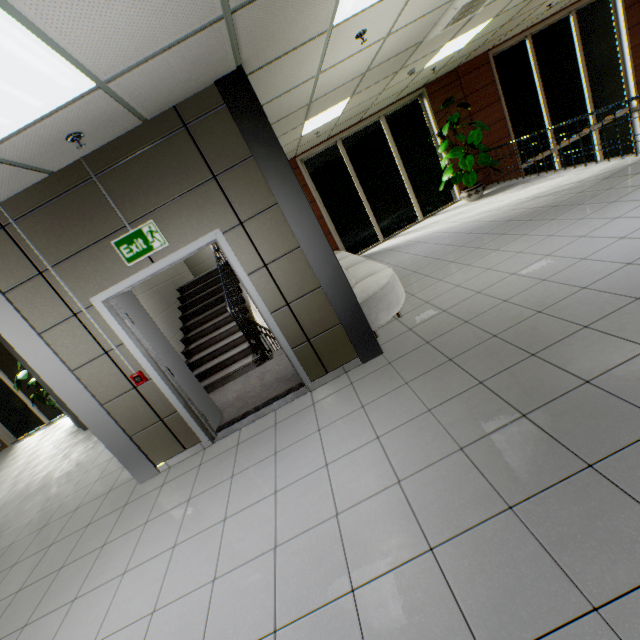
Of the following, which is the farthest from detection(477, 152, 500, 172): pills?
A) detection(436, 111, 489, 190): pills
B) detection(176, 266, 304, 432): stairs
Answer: detection(176, 266, 304, 432): stairs

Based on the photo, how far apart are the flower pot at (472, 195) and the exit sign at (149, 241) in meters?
8.2

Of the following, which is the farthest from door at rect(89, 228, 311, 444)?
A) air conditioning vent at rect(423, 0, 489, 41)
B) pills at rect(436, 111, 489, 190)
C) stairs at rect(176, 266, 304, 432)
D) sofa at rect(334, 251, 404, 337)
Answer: pills at rect(436, 111, 489, 190)

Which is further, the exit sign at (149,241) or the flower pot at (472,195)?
the flower pot at (472,195)

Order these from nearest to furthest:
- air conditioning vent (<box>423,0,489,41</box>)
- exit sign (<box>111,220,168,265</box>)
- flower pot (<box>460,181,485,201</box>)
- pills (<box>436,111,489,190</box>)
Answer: exit sign (<box>111,220,168,265</box>), air conditioning vent (<box>423,0,489,41</box>), pills (<box>436,111,489,190</box>), flower pot (<box>460,181,485,201</box>)

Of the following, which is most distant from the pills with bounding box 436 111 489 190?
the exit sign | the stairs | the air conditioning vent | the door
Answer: the exit sign

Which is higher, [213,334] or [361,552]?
[213,334]

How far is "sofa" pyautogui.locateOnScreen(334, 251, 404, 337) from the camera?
4.2 meters
